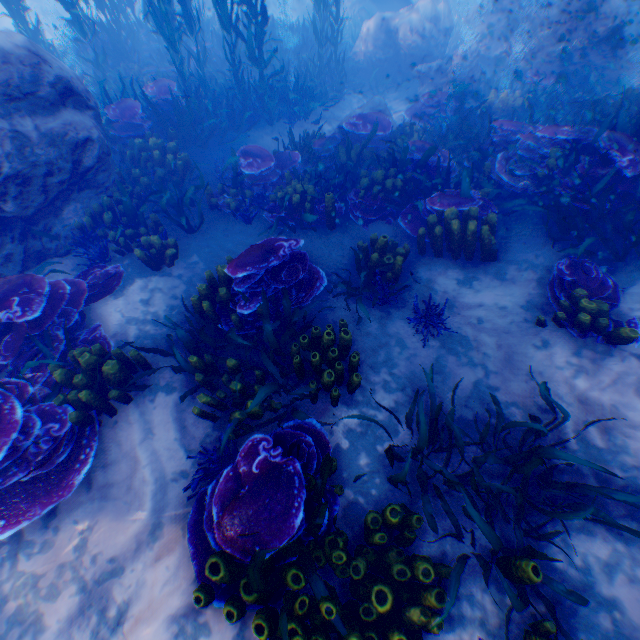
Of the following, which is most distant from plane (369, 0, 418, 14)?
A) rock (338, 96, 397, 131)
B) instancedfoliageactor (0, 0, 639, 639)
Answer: rock (338, 96, 397, 131)

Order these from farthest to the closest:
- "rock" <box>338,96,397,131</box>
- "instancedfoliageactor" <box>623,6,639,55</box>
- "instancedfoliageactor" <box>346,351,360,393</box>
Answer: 1. "instancedfoliageactor" <box>623,6,639,55</box>
2. "rock" <box>338,96,397,131</box>
3. "instancedfoliageactor" <box>346,351,360,393</box>

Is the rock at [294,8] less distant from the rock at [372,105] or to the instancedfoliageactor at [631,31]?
the instancedfoliageactor at [631,31]

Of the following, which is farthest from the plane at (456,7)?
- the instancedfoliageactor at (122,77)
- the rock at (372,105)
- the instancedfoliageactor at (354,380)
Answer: the instancedfoliageactor at (354,380)

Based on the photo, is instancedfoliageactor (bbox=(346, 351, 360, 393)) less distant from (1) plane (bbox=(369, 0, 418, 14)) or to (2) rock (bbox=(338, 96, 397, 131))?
(2) rock (bbox=(338, 96, 397, 131))

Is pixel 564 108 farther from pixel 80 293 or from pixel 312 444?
pixel 80 293

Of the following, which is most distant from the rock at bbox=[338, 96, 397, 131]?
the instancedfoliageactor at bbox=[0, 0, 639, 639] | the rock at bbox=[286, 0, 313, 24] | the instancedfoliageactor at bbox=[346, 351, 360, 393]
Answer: the instancedfoliageactor at bbox=[346, 351, 360, 393]

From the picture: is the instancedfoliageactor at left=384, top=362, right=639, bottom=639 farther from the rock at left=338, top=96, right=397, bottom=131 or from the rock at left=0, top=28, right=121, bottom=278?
the rock at left=338, top=96, right=397, bottom=131
